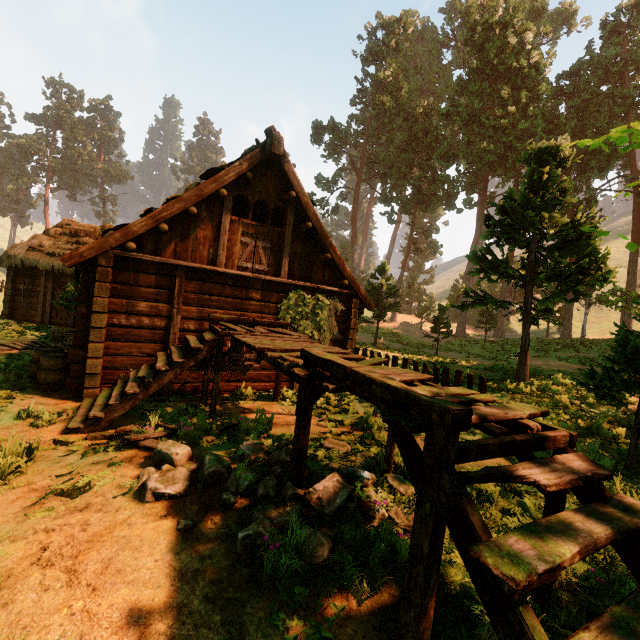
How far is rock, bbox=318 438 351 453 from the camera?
5.4m

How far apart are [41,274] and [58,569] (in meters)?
21.52

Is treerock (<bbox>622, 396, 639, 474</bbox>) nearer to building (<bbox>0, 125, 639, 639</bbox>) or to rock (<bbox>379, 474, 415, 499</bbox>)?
building (<bbox>0, 125, 639, 639</bbox>)

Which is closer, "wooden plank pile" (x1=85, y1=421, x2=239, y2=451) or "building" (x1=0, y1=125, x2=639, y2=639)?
"building" (x1=0, y1=125, x2=639, y2=639)

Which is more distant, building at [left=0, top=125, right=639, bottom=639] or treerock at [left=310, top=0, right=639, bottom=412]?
treerock at [left=310, top=0, right=639, bottom=412]

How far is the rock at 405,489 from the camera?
4.07m

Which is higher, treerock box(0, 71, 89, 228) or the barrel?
treerock box(0, 71, 89, 228)

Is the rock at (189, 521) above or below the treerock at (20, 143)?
below
